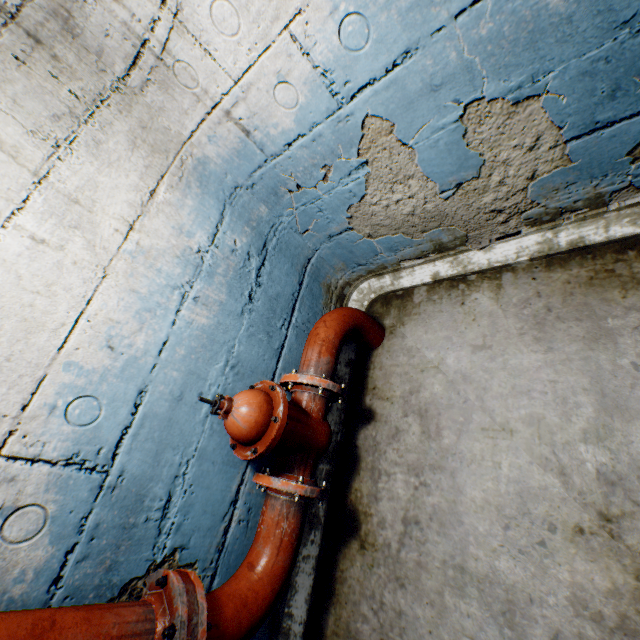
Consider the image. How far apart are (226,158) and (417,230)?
1.16m

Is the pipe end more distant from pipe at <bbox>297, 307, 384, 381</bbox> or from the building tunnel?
pipe at <bbox>297, 307, 384, 381</bbox>

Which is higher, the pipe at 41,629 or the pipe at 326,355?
the pipe at 41,629

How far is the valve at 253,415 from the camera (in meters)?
1.40

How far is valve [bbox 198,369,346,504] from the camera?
1.40m

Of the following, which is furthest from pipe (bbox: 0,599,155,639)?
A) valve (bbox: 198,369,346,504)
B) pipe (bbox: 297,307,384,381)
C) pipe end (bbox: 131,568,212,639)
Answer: pipe (bbox: 297,307,384,381)

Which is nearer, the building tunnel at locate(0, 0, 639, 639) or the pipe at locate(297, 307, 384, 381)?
the building tunnel at locate(0, 0, 639, 639)

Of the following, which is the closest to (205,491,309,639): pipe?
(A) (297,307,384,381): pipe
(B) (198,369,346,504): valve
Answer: (B) (198,369,346,504): valve
